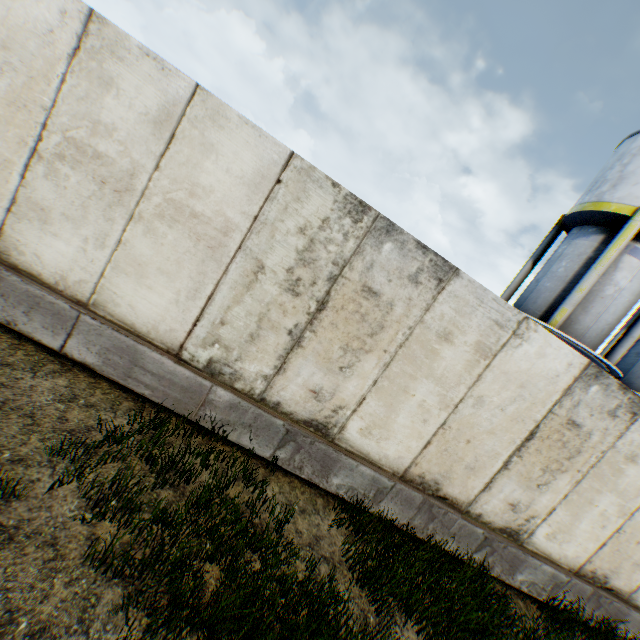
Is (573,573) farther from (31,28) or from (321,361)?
(31,28)
